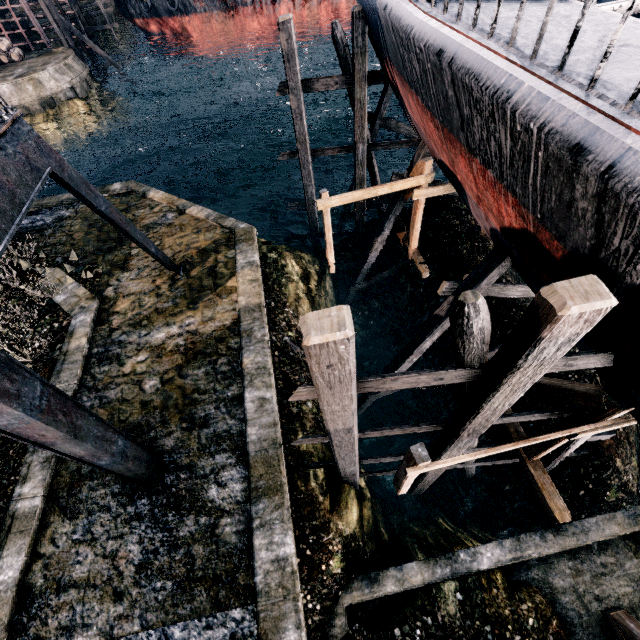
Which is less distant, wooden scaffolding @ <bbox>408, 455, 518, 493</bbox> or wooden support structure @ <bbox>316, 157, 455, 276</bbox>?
wooden scaffolding @ <bbox>408, 455, 518, 493</bbox>

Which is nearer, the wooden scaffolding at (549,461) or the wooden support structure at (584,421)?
the wooden support structure at (584,421)

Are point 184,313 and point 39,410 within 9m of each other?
yes

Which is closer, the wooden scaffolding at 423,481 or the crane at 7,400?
the crane at 7,400

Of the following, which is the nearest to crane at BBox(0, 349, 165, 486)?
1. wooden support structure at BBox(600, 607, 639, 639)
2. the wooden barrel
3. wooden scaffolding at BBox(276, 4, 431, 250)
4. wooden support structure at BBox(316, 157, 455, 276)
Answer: wooden support structure at BBox(316, 157, 455, 276)

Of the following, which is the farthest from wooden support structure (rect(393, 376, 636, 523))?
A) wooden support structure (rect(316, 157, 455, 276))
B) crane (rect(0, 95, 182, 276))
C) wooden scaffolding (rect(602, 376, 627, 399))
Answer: crane (rect(0, 95, 182, 276))

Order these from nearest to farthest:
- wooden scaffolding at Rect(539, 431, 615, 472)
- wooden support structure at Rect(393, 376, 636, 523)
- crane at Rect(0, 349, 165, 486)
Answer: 1. crane at Rect(0, 349, 165, 486)
2. wooden support structure at Rect(393, 376, 636, 523)
3. wooden scaffolding at Rect(539, 431, 615, 472)

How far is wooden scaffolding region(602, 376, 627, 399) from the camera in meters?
5.6 m
